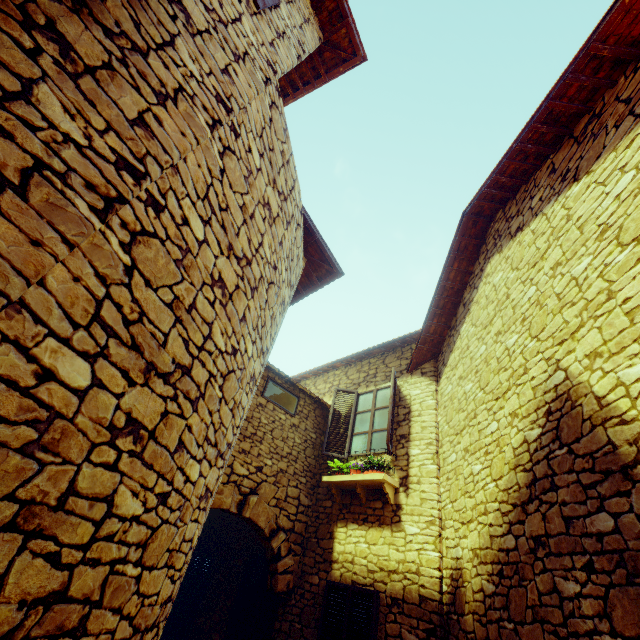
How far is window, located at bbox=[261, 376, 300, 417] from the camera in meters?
7.1

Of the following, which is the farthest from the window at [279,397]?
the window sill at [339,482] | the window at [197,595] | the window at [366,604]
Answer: the window at [197,595]

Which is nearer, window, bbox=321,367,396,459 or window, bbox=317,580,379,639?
window, bbox=317,580,379,639

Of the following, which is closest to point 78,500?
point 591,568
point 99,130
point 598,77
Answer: point 99,130

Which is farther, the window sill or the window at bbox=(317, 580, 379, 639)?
the window sill

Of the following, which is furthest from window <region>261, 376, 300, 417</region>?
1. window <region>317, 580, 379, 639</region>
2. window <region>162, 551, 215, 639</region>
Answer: window <region>162, 551, 215, 639</region>

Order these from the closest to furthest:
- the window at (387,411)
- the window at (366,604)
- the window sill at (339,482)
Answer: the window at (366,604)
the window sill at (339,482)
the window at (387,411)

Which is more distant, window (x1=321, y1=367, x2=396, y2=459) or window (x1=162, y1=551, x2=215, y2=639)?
window (x1=162, y1=551, x2=215, y2=639)
